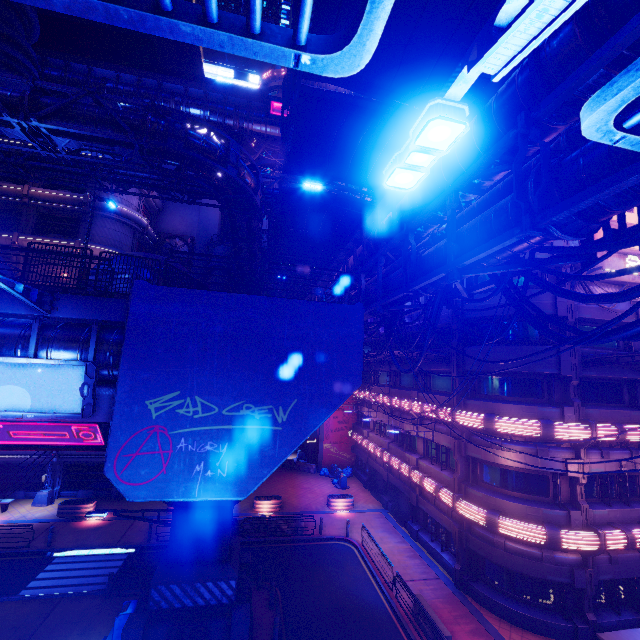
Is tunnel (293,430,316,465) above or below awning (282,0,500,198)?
below

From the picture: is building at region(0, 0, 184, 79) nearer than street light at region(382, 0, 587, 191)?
No

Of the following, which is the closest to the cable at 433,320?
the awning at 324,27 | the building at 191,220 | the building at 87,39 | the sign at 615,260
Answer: the awning at 324,27

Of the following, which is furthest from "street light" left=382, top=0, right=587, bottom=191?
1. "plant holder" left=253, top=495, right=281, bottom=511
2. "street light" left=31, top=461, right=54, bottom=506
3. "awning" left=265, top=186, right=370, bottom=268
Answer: "street light" left=31, top=461, right=54, bottom=506

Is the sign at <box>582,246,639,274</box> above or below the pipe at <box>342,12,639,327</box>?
above

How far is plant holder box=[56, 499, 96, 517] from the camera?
22.6 meters

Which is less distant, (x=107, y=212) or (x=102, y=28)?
(x=107, y=212)

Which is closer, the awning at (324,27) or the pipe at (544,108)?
the pipe at (544,108)
